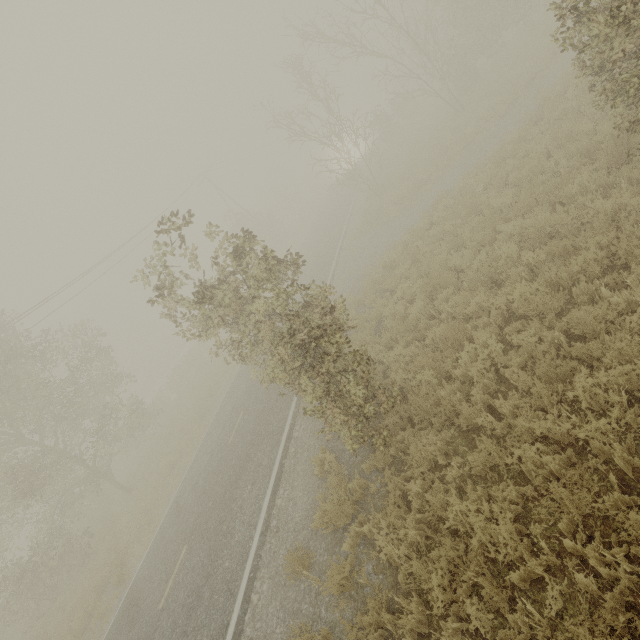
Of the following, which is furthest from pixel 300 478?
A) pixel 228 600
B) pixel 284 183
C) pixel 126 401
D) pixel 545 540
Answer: pixel 126 401
